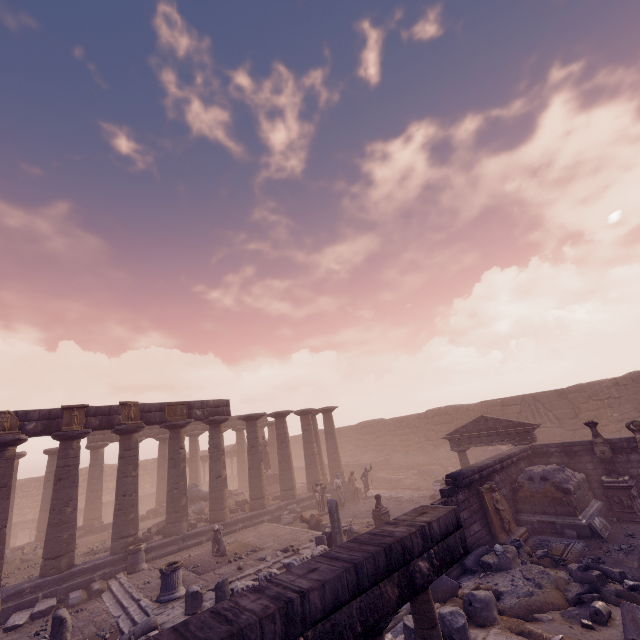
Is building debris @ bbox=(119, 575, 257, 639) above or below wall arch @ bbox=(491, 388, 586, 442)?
below

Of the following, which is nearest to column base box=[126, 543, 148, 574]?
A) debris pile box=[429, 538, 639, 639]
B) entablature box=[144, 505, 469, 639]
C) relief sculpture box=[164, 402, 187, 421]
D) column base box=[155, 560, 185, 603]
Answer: column base box=[155, 560, 185, 603]

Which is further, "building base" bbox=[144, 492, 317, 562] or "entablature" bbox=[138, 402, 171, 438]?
"entablature" bbox=[138, 402, 171, 438]

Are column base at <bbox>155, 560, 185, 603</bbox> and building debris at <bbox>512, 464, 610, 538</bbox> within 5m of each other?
no

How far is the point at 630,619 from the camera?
5.5m

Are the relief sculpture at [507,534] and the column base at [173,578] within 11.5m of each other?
yes

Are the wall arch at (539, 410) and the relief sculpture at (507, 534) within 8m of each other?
no

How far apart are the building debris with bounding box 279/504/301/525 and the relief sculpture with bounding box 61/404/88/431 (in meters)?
11.15
